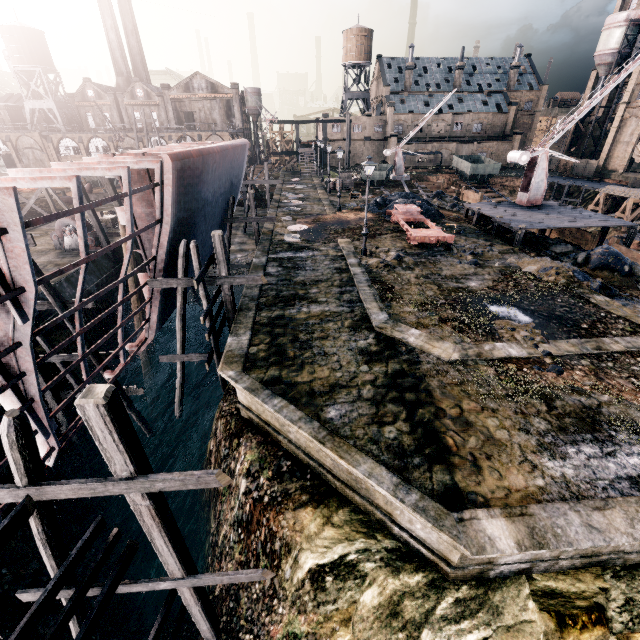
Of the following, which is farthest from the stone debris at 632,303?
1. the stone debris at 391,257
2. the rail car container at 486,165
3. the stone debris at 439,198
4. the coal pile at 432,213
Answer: the rail car container at 486,165

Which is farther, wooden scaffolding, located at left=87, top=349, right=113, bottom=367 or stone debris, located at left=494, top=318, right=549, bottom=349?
wooden scaffolding, located at left=87, top=349, right=113, bottom=367

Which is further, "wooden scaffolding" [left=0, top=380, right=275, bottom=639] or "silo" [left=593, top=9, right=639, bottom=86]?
"silo" [left=593, top=9, right=639, bottom=86]

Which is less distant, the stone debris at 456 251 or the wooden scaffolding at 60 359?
the wooden scaffolding at 60 359

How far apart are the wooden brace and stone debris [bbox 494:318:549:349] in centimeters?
2233cm

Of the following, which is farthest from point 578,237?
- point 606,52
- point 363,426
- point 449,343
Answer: point 606,52

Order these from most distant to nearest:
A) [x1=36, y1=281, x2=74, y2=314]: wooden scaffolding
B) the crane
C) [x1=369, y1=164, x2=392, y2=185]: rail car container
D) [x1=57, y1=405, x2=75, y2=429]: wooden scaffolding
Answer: [x1=369, y1=164, x2=392, y2=185]: rail car container
the crane
[x1=57, y1=405, x2=75, y2=429]: wooden scaffolding
[x1=36, y1=281, x2=74, y2=314]: wooden scaffolding

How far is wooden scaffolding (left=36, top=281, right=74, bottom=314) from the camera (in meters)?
12.94
